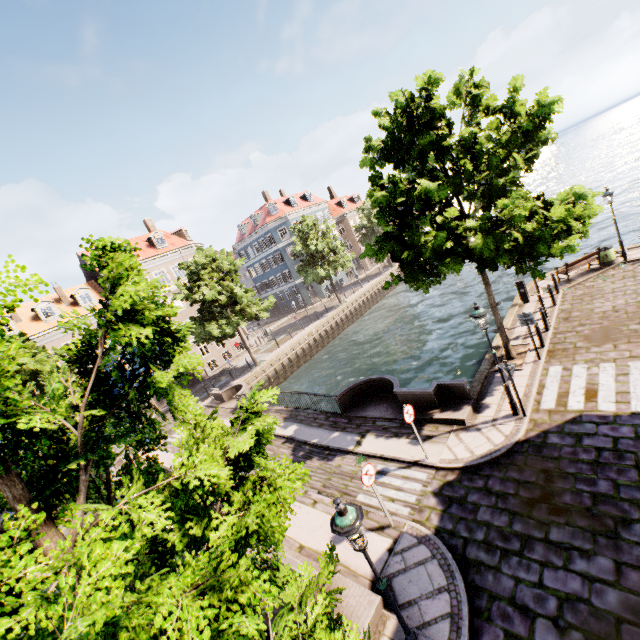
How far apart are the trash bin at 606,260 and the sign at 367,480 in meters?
17.0

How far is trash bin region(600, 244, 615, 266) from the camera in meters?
16.2

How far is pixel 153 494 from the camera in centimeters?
318cm

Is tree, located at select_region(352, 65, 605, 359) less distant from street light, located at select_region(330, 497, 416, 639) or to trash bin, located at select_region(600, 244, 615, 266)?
street light, located at select_region(330, 497, 416, 639)

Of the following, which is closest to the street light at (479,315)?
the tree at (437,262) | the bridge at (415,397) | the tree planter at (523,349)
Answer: the tree at (437,262)

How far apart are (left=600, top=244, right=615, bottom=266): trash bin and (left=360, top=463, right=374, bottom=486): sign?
16.99m

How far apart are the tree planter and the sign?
7.22m

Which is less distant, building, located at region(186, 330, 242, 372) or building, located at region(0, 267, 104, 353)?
building, located at region(0, 267, 104, 353)
